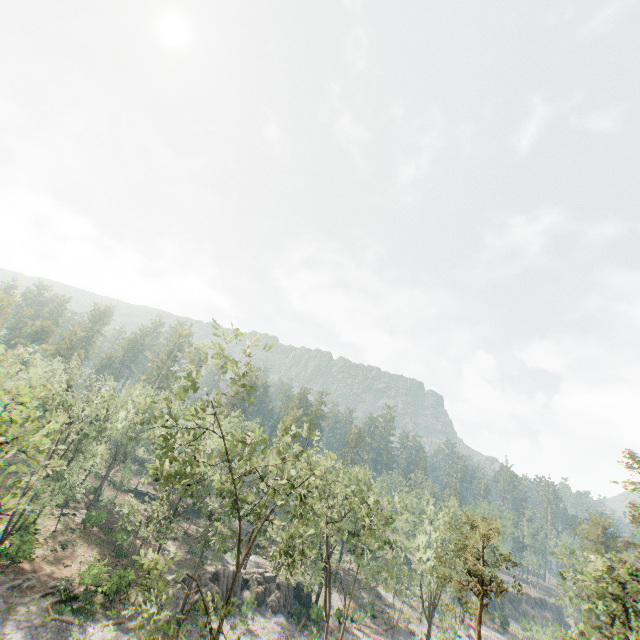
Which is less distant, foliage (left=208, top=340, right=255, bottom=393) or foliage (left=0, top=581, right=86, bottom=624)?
foliage (left=208, top=340, right=255, bottom=393)

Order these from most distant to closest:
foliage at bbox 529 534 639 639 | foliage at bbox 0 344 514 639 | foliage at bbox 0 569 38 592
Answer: foliage at bbox 0 569 38 592 < foliage at bbox 529 534 639 639 < foliage at bbox 0 344 514 639

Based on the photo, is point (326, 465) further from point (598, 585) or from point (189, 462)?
point (598, 585)

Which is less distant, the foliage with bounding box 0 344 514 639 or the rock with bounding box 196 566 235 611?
the foliage with bounding box 0 344 514 639

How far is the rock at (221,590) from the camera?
36.9m

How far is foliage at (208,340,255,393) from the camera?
18.55m

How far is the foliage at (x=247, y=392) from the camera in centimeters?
1855cm
